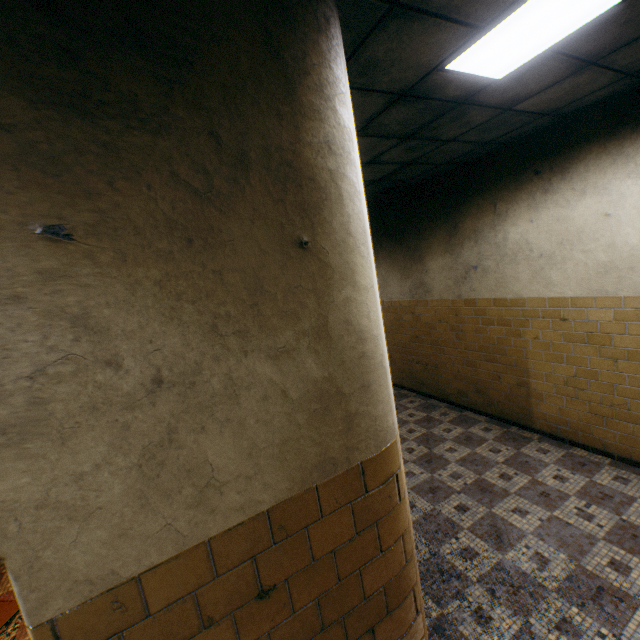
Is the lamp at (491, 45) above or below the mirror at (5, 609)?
above

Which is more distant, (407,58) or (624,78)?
(624,78)

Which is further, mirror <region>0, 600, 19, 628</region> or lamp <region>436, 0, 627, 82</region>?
mirror <region>0, 600, 19, 628</region>

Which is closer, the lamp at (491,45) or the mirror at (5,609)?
the lamp at (491,45)

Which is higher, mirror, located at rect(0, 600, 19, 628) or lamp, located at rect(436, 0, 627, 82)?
lamp, located at rect(436, 0, 627, 82)
